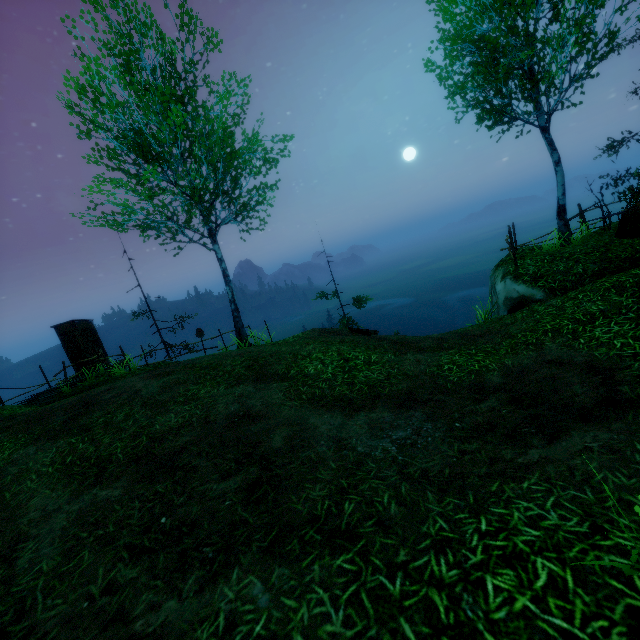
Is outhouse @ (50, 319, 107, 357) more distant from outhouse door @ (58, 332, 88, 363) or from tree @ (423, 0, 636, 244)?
tree @ (423, 0, 636, 244)

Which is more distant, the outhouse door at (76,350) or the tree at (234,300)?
the outhouse door at (76,350)

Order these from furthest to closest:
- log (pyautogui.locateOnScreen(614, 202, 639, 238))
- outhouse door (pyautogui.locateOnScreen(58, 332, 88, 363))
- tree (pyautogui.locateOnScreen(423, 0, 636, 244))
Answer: outhouse door (pyautogui.locateOnScreen(58, 332, 88, 363)), log (pyautogui.locateOnScreen(614, 202, 639, 238)), tree (pyautogui.locateOnScreen(423, 0, 636, 244))

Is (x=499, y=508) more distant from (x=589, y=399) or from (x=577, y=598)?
(x=589, y=399)

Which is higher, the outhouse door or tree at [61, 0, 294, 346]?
tree at [61, 0, 294, 346]

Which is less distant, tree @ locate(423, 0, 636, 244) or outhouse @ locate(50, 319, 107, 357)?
tree @ locate(423, 0, 636, 244)

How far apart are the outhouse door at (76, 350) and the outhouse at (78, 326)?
0.0m

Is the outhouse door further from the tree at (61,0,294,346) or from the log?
the log
